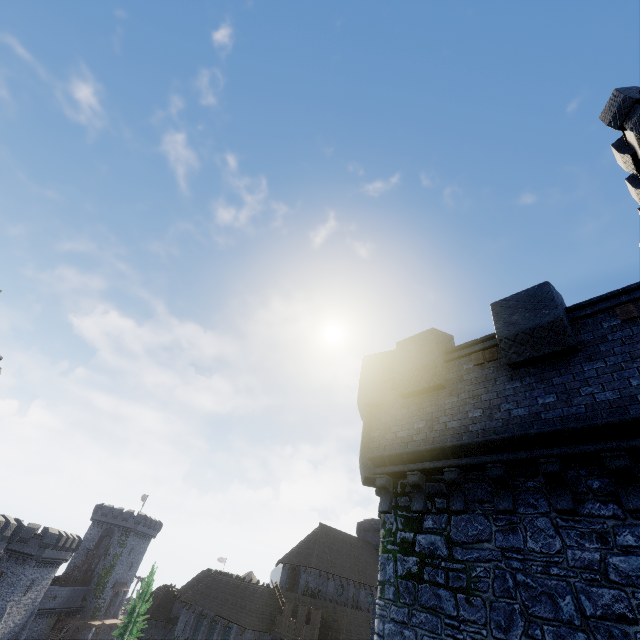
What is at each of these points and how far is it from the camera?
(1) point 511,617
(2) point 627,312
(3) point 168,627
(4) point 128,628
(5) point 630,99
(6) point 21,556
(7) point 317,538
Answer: (1) building tower, 5.48m
(2) wooden platform, 6.31m
(3) building, 43.81m
(4) tree, 38.78m
(5) building, 15.20m
(6) building, 42.88m
(7) building, 43.84m

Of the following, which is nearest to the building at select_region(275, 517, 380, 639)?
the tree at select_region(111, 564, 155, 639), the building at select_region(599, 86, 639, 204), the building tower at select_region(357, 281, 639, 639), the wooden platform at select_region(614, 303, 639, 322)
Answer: the tree at select_region(111, 564, 155, 639)

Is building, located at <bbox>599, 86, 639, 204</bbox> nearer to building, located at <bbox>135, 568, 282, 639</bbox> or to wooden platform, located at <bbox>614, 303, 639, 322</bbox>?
wooden platform, located at <bbox>614, 303, 639, 322</bbox>

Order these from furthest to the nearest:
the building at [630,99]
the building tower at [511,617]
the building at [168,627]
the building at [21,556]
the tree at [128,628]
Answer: the tree at [128,628], the building at [21,556], the building at [168,627], the building at [630,99], the building tower at [511,617]

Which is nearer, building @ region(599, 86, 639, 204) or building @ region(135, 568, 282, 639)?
building @ region(599, 86, 639, 204)

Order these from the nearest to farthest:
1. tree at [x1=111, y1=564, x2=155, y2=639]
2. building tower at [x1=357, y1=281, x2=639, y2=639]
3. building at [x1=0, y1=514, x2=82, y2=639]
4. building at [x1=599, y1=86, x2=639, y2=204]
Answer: building tower at [x1=357, y1=281, x2=639, y2=639], building at [x1=599, y1=86, x2=639, y2=204], building at [x1=0, y1=514, x2=82, y2=639], tree at [x1=111, y1=564, x2=155, y2=639]

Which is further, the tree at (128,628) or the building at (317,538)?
the tree at (128,628)

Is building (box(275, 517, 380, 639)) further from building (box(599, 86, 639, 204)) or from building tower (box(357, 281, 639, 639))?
building (box(599, 86, 639, 204))
